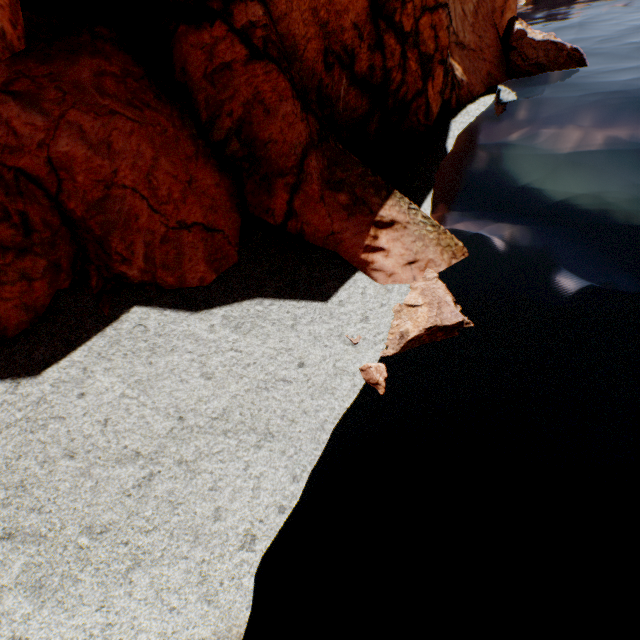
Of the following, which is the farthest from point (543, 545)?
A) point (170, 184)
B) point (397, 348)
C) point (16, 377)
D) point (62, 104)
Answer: point (62, 104)

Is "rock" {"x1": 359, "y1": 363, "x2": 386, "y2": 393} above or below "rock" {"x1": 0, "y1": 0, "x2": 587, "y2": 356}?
below

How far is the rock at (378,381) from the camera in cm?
806

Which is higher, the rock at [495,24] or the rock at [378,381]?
the rock at [495,24]

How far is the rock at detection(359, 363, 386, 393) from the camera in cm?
806
